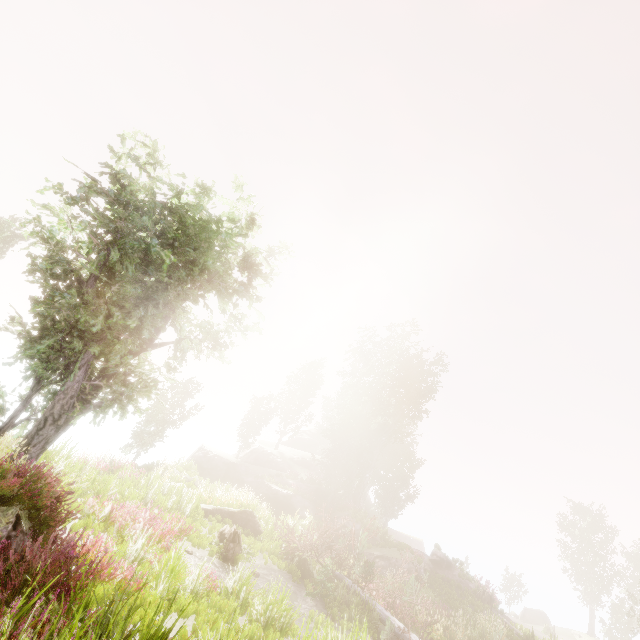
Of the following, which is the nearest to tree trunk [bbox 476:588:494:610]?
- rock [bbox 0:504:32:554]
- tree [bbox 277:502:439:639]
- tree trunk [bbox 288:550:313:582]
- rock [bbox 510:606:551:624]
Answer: tree [bbox 277:502:439:639]

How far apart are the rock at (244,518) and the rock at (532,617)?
49.22m

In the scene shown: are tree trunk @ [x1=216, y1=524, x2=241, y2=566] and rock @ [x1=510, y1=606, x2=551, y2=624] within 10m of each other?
no

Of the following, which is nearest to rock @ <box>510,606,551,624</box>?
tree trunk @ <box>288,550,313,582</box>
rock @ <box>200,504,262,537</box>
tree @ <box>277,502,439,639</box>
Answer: tree @ <box>277,502,439,639</box>

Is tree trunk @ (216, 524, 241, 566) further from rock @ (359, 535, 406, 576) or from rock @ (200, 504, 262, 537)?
rock @ (359, 535, 406, 576)

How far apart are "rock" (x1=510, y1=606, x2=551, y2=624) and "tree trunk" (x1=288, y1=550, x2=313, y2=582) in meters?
48.4

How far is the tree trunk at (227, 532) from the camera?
12.20m

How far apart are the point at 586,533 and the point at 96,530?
59.78m
